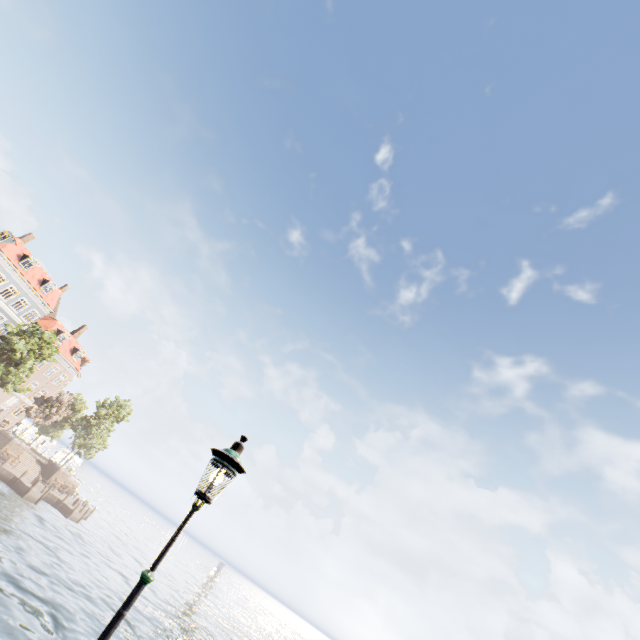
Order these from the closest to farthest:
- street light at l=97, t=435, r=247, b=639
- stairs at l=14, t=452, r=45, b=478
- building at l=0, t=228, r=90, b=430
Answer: street light at l=97, t=435, r=247, b=639
stairs at l=14, t=452, r=45, b=478
building at l=0, t=228, r=90, b=430

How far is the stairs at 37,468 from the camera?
36.4m

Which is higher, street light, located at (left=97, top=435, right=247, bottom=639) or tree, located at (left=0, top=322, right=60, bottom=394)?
tree, located at (left=0, top=322, right=60, bottom=394)

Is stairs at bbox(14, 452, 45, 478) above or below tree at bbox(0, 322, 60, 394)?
below

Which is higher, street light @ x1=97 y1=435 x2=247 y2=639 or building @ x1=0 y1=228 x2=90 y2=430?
building @ x1=0 y1=228 x2=90 y2=430

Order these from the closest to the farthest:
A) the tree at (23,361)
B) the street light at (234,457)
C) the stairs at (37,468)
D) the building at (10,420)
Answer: the street light at (234,457) → the tree at (23,361) → the stairs at (37,468) → the building at (10,420)

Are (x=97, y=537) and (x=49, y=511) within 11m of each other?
yes

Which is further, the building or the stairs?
the building
